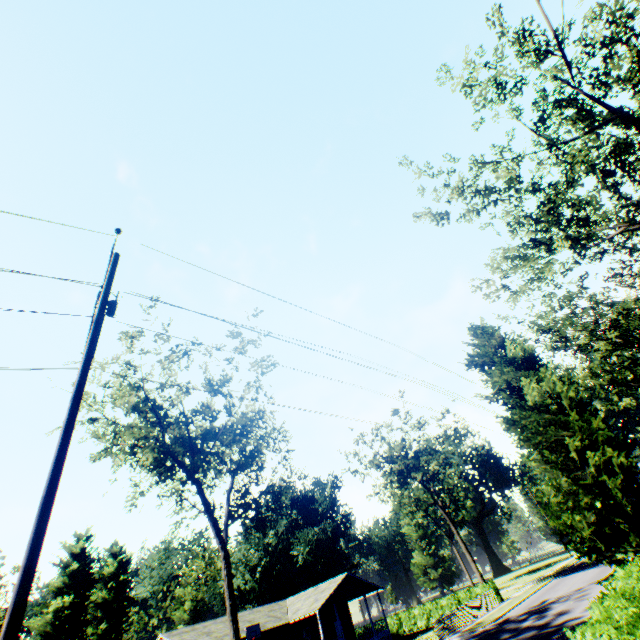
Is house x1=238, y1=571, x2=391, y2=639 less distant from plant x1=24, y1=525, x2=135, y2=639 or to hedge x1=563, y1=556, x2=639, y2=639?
plant x1=24, y1=525, x2=135, y2=639

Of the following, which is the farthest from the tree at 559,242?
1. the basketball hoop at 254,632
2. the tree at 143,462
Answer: the basketball hoop at 254,632

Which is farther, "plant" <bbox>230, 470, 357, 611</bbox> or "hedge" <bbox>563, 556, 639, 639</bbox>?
"plant" <bbox>230, 470, 357, 611</bbox>

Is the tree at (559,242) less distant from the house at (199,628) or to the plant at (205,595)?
the plant at (205,595)

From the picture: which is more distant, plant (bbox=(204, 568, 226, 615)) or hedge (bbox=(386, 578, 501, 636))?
plant (bbox=(204, 568, 226, 615))

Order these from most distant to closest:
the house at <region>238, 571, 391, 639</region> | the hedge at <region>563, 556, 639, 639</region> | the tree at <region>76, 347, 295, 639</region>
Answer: the house at <region>238, 571, 391, 639</region>, the tree at <region>76, 347, 295, 639</region>, the hedge at <region>563, 556, 639, 639</region>

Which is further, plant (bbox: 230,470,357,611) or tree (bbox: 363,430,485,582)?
plant (bbox: 230,470,357,611)

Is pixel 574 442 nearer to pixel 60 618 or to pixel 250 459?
pixel 250 459
